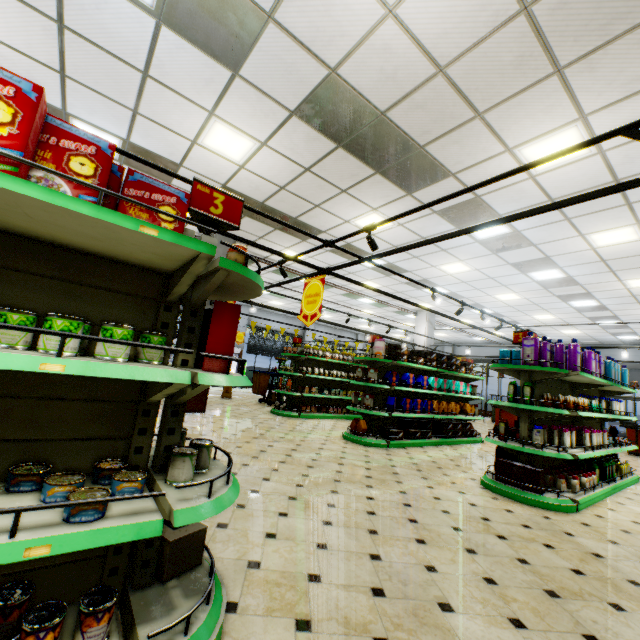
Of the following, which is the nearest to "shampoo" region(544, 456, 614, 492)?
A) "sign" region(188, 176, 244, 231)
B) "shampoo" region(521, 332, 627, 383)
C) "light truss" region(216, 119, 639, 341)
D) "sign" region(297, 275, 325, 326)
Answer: "shampoo" region(521, 332, 627, 383)

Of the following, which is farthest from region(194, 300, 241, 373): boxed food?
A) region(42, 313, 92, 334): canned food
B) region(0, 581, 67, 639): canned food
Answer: region(0, 581, 67, 639): canned food

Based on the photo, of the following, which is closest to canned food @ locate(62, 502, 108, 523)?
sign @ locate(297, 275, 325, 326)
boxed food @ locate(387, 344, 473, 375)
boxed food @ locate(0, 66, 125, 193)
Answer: boxed food @ locate(0, 66, 125, 193)

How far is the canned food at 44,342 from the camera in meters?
1.3 m

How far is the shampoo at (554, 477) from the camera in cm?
474

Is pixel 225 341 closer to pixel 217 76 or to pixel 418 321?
pixel 217 76

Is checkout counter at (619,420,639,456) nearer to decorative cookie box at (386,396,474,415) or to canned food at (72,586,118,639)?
decorative cookie box at (386,396,474,415)

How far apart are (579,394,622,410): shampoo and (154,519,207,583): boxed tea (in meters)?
7.87
